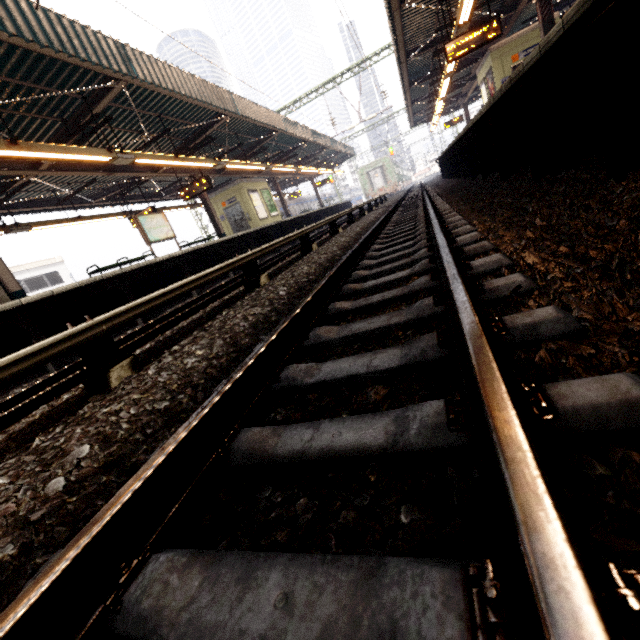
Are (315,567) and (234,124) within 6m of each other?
no

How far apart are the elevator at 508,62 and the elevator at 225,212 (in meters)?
12.59

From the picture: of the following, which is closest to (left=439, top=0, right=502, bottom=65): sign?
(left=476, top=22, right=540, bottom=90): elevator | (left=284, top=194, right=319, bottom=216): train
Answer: (left=476, top=22, right=540, bottom=90): elevator

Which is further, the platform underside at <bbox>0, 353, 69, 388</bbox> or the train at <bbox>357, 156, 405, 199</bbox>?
the train at <bbox>357, 156, 405, 199</bbox>

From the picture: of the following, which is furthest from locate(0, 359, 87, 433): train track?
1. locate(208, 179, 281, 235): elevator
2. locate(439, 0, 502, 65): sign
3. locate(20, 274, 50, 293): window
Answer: locate(20, 274, 50, 293): window

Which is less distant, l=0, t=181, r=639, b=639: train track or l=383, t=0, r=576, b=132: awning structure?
l=0, t=181, r=639, b=639: train track

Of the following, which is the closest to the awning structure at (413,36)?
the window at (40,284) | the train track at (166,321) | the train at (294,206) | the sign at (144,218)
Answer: the train track at (166,321)

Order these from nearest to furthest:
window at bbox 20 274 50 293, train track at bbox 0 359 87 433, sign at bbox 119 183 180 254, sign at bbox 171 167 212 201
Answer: train track at bbox 0 359 87 433 < sign at bbox 119 183 180 254 < sign at bbox 171 167 212 201 < window at bbox 20 274 50 293
